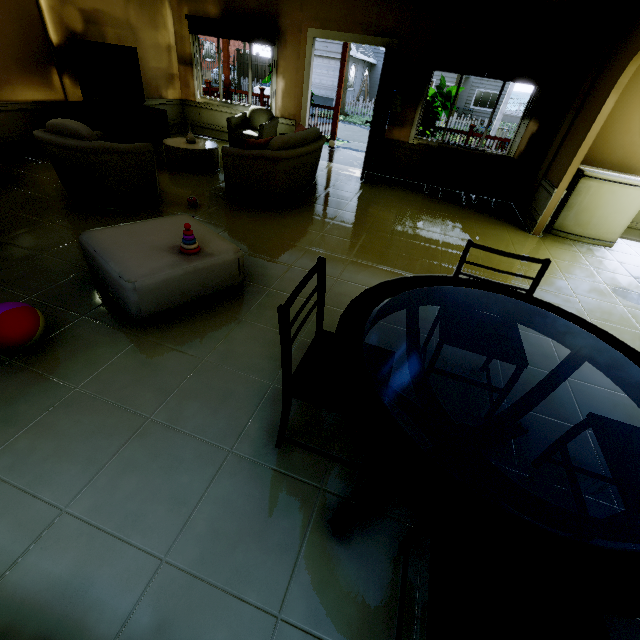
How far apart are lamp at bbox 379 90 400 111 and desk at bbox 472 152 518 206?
0.9m

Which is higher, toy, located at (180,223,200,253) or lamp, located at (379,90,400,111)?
lamp, located at (379,90,400,111)

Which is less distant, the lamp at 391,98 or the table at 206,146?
the table at 206,146

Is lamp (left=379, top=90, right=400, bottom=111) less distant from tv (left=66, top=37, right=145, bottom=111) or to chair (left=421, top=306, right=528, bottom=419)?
tv (left=66, top=37, right=145, bottom=111)

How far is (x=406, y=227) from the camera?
4.6m

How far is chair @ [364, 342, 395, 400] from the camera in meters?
1.5

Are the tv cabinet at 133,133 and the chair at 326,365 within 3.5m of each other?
no

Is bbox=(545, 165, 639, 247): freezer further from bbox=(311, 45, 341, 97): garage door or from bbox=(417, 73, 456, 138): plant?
bbox=(311, 45, 341, 97): garage door
